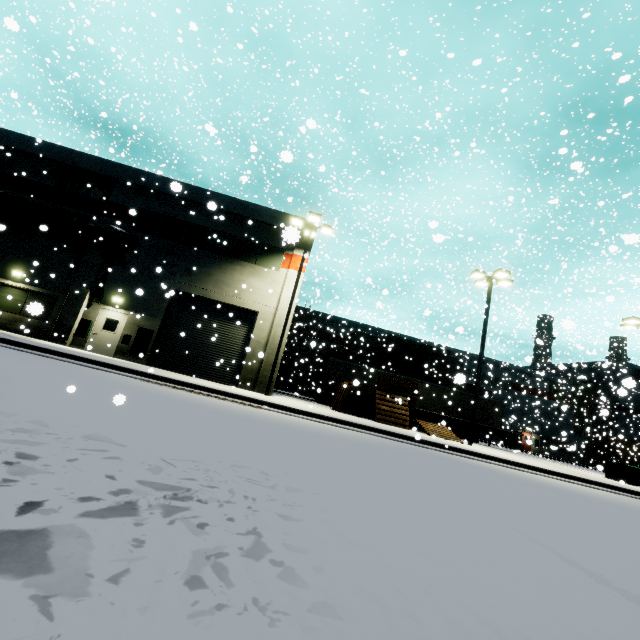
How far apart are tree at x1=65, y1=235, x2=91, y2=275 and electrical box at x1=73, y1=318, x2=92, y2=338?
2.5 meters

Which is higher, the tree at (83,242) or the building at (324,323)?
the tree at (83,242)

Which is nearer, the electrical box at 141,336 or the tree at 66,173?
the electrical box at 141,336

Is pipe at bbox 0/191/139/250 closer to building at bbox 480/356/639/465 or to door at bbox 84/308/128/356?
building at bbox 480/356/639/465

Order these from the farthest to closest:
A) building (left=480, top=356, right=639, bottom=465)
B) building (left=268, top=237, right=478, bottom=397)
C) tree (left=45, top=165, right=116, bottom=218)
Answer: building (left=480, top=356, right=639, bottom=465), building (left=268, top=237, right=478, bottom=397), tree (left=45, top=165, right=116, bottom=218)

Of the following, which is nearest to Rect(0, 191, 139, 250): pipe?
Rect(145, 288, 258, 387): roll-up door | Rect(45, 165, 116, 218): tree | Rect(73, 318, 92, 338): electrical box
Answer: Rect(45, 165, 116, 218): tree

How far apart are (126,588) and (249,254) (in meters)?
19.18

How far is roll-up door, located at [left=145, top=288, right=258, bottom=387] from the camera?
17.83m
